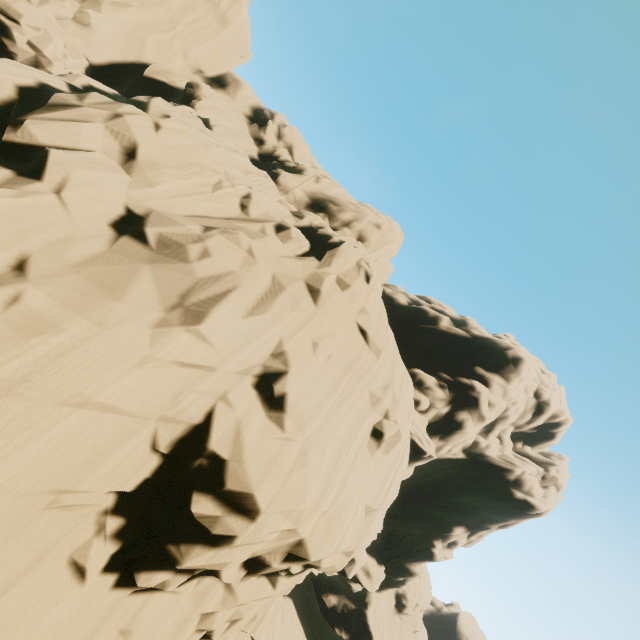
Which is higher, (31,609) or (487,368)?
(487,368)
